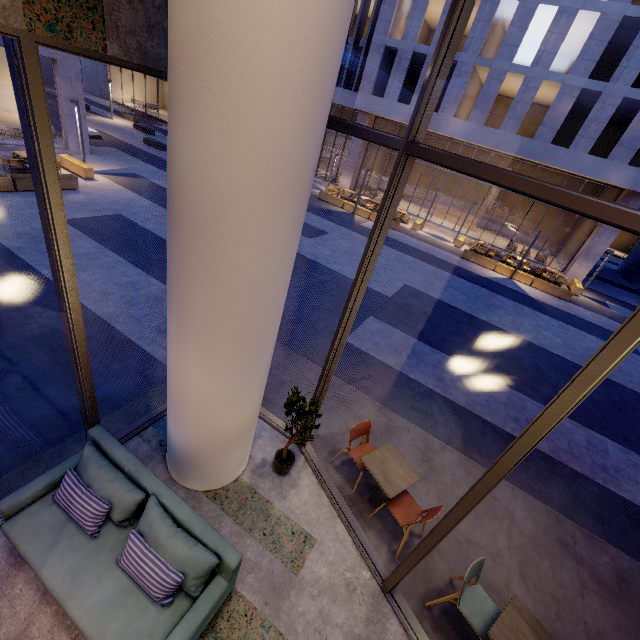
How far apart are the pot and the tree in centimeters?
5cm

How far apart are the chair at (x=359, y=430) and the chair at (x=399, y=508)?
0.40m

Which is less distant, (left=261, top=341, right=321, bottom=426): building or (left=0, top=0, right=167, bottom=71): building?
(left=0, top=0, right=167, bottom=71): building

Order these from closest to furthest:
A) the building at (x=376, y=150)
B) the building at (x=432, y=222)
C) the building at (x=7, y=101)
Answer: the building at (x=7, y=101)
the building at (x=432, y=222)
the building at (x=376, y=150)

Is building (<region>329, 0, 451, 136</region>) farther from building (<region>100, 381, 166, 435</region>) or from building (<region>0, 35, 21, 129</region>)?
building (<region>100, 381, 166, 435</region>)

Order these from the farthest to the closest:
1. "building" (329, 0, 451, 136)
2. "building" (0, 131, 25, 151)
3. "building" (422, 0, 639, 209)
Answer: "building" (329, 0, 451, 136) < "building" (422, 0, 639, 209) < "building" (0, 131, 25, 151)

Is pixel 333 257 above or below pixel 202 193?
below

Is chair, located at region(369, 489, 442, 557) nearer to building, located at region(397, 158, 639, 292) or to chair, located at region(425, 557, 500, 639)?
chair, located at region(425, 557, 500, 639)
